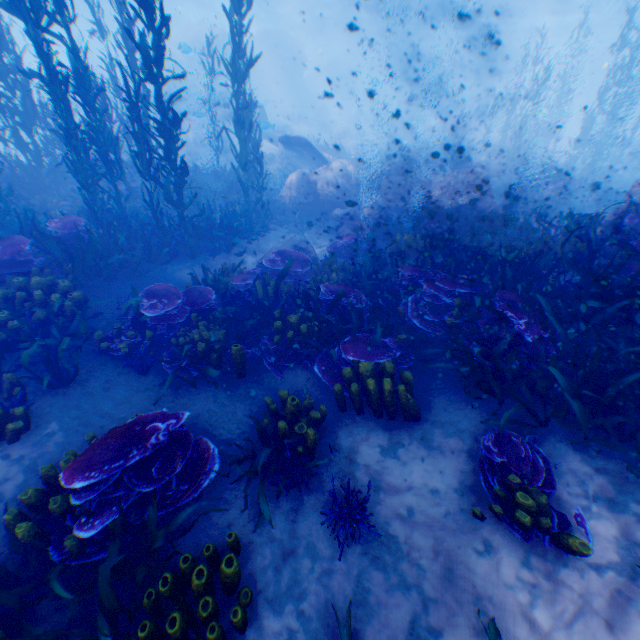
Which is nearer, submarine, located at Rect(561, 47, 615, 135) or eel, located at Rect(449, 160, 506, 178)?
eel, located at Rect(449, 160, 506, 178)

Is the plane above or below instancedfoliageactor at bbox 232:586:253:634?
above

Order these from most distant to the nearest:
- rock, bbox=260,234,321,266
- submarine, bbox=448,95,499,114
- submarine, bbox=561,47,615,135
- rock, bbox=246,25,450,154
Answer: submarine, bbox=448,95,499,114, submarine, bbox=561,47,615,135, rock, bbox=246,25,450,154, rock, bbox=260,234,321,266

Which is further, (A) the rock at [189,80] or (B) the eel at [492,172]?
(A) the rock at [189,80]

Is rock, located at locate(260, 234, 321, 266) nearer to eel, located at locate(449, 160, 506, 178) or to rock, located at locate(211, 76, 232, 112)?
rock, located at locate(211, 76, 232, 112)

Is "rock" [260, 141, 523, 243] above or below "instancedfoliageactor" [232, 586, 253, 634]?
above

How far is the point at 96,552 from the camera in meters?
3.2

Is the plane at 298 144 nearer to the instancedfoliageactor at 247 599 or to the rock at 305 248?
the rock at 305 248
